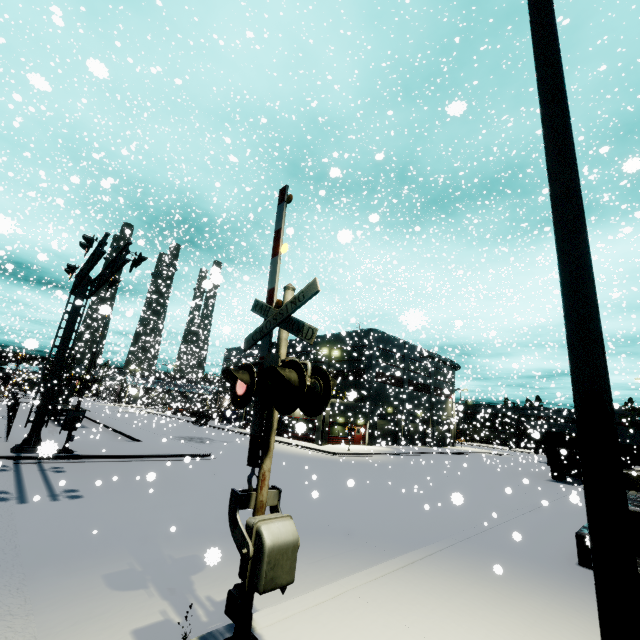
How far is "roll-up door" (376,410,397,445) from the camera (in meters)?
36.35

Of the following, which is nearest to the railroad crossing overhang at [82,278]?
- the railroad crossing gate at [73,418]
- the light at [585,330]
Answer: the railroad crossing gate at [73,418]

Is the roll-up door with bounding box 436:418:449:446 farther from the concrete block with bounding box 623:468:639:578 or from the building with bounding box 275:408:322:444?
the concrete block with bounding box 623:468:639:578

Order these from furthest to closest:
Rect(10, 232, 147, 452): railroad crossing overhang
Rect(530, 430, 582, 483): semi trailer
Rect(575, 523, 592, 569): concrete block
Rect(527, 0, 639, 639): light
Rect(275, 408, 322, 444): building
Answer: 1. Rect(530, 430, 582, 483): semi trailer
2. Rect(275, 408, 322, 444): building
3. Rect(10, 232, 147, 452): railroad crossing overhang
4. Rect(575, 523, 592, 569): concrete block
5. Rect(527, 0, 639, 639): light

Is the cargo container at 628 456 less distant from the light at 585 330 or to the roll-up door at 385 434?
the roll-up door at 385 434

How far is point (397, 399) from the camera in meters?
45.2 m

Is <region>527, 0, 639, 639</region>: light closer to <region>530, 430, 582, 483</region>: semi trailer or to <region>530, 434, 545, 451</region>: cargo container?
<region>530, 430, 582, 483</region>: semi trailer

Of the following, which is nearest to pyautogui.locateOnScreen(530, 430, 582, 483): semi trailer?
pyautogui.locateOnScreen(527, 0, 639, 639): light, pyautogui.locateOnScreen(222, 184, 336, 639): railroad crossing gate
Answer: pyautogui.locateOnScreen(222, 184, 336, 639): railroad crossing gate
